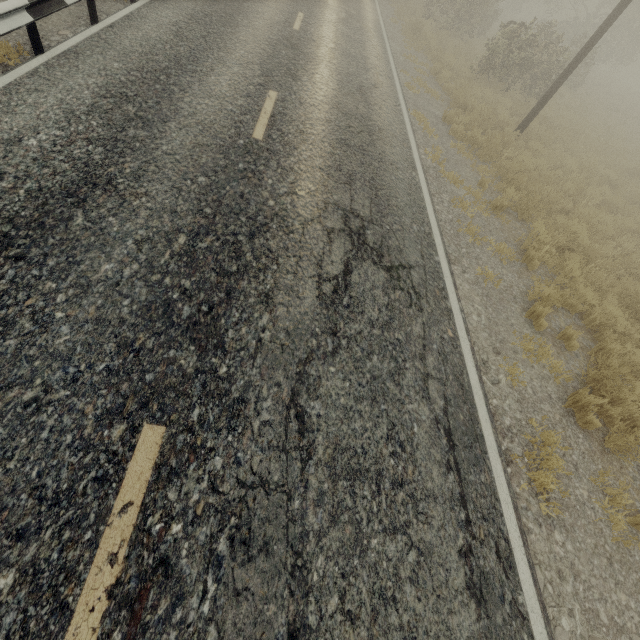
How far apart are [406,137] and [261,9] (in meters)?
6.89
